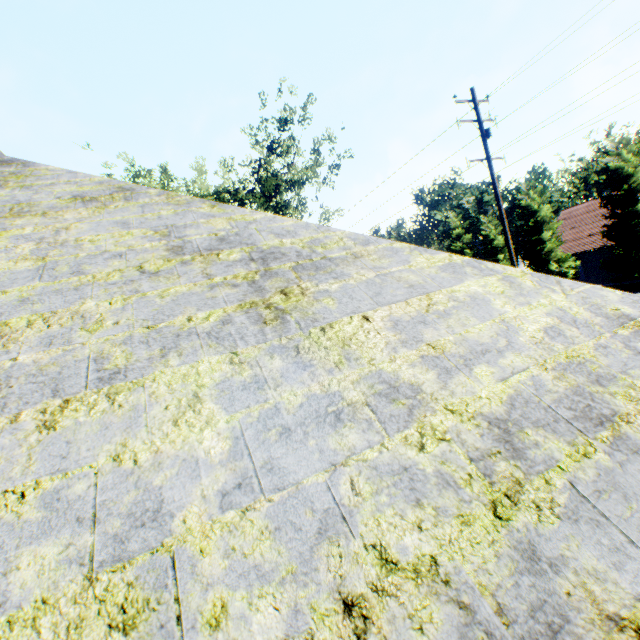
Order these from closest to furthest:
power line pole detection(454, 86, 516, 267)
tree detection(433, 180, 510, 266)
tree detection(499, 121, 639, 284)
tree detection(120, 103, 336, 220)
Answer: power line pole detection(454, 86, 516, 267), tree detection(499, 121, 639, 284), tree detection(120, 103, 336, 220), tree detection(433, 180, 510, 266)

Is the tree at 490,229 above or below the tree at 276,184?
below

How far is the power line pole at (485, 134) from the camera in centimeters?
→ 1364cm

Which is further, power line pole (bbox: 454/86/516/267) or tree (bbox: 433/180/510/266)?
tree (bbox: 433/180/510/266)

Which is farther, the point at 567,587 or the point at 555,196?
the point at 555,196

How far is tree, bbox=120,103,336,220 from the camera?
22.9m

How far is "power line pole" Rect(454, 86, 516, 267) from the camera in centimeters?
1364cm
